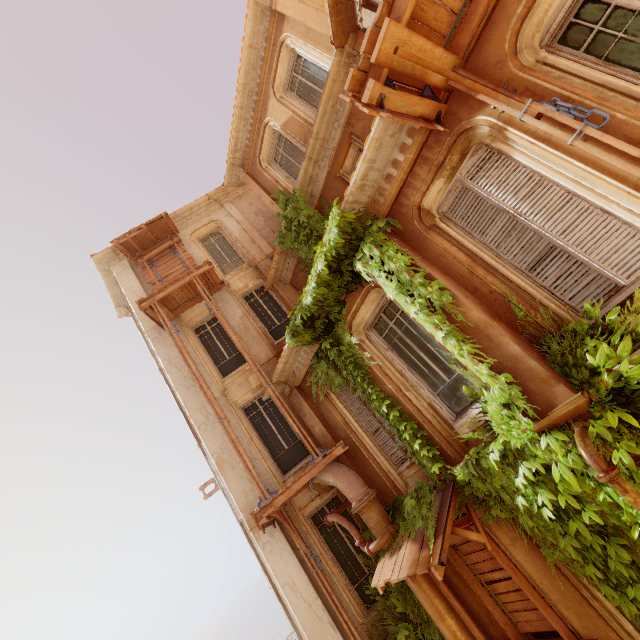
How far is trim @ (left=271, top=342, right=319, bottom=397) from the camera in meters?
8.4

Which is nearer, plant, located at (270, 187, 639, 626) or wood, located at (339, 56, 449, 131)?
wood, located at (339, 56, 449, 131)

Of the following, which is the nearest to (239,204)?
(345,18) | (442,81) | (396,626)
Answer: (345,18)

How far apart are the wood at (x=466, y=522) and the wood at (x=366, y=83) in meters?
6.7 m

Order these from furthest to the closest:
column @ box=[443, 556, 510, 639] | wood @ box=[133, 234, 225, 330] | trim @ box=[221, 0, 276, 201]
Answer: wood @ box=[133, 234, 225, 330] → trim @ box=[221, 0, 276, 201] → column @ box=[443, 556, 510, 639]

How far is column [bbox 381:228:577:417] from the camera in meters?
4.2 m

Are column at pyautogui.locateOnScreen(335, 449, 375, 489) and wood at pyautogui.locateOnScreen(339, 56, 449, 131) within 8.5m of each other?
yes

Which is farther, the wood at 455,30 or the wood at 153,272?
the wood at 153,272
